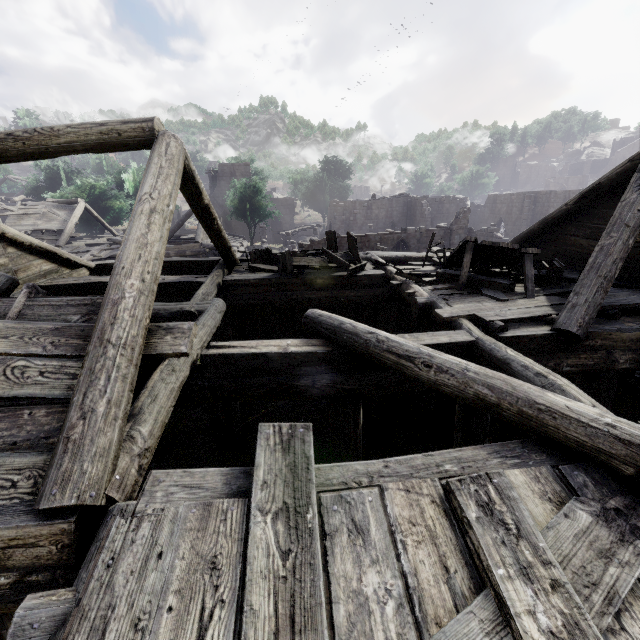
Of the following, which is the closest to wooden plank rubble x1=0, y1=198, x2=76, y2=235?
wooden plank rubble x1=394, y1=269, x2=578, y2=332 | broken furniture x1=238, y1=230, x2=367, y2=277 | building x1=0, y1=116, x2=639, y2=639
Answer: building x1=0, y1=116, x2=639, y2=639

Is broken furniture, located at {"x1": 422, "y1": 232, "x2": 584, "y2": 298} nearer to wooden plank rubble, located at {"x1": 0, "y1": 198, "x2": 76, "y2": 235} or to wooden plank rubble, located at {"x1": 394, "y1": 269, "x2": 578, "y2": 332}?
wooden plank rubble, located at {"x1": 394, "y1": 269, "x2": 578, "y2": 332}

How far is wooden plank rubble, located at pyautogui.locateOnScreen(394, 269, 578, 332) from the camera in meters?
5.5 m

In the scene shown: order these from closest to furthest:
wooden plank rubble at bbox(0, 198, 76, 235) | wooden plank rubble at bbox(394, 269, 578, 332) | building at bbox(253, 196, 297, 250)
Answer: wooden plank rubble at bbox(394, 269, 578, 332) → wooden plank rubble at bbox(0, 198, 76, 235) → building at bbox(253, 196, 297, 250)

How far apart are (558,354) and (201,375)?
5.8m

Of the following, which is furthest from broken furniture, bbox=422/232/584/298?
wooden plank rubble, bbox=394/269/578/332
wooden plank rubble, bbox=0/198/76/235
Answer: wooden plank rubble, bbox=0/198/76/235

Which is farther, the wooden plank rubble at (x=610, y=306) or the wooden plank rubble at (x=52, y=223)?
the wooden plank rubble at (x=52, y=223)

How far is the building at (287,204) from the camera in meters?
34.2 m
